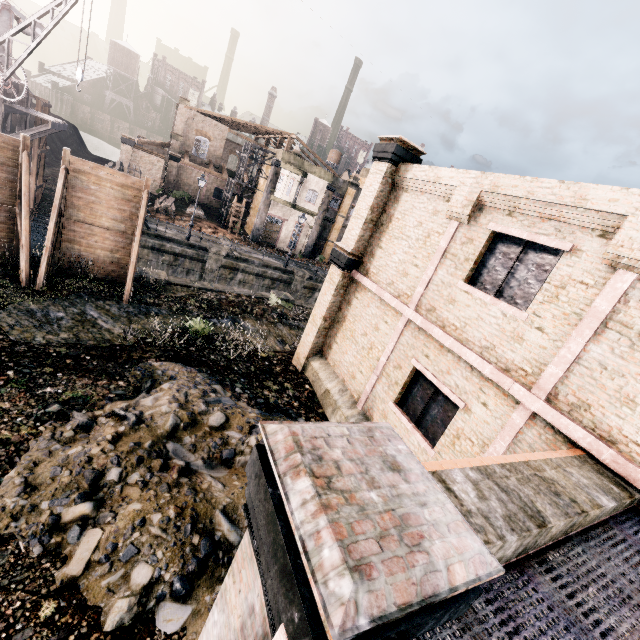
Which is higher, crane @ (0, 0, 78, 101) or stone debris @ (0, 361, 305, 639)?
crane @ (0, 0, 78, 101)

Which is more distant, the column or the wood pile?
the wood pile

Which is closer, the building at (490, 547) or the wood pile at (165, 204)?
the building at (490, 547)

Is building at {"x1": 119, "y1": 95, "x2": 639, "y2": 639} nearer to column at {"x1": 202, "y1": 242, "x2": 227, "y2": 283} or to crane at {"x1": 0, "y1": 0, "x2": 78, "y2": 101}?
crane at {"x1": 0, "y1": 0, "x2": 78, "y2": 101}

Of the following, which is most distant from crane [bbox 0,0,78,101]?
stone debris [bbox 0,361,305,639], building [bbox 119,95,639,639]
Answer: stone debris [bbox 0,361,305,639]

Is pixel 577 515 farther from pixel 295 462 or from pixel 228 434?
pixel 228 434

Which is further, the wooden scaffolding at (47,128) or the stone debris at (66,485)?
the wooden scaffolding at (47,128)

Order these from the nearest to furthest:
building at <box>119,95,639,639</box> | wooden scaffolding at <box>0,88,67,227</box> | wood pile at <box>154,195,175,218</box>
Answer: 1. building at <box>119,95,639,639</box>
2. wooden scaffolding at <box>0,88,67,227</box>
3. wood pile at <box>154,195,175,218</box>
